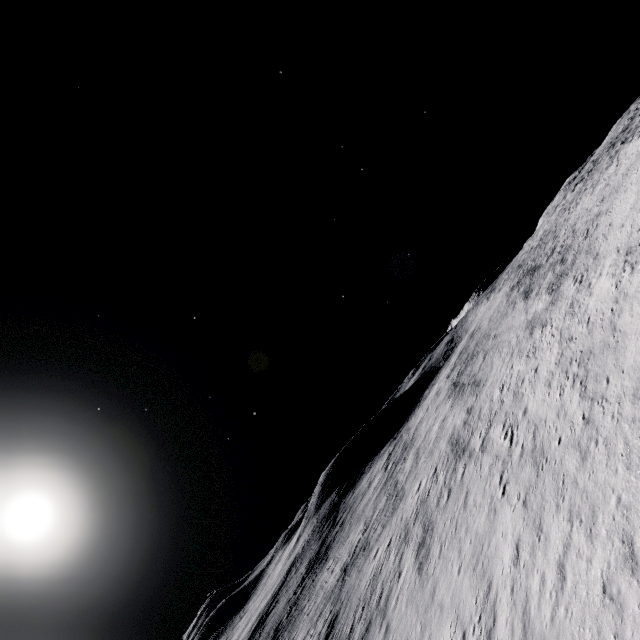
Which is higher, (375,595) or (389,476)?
(389,476)
